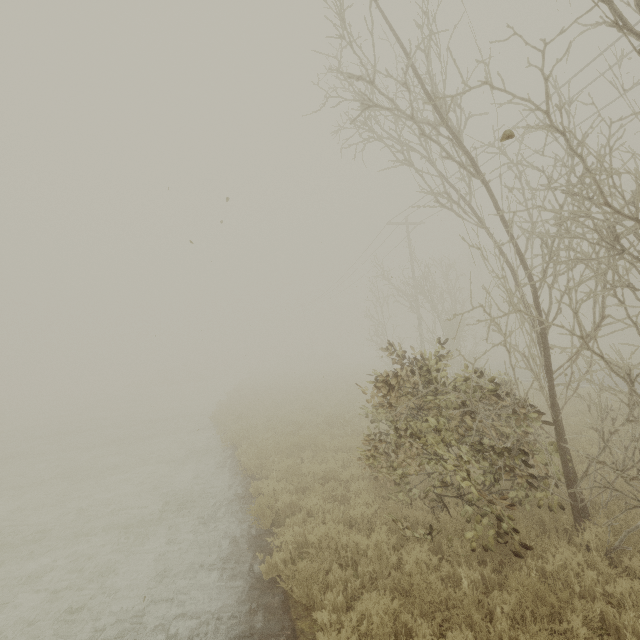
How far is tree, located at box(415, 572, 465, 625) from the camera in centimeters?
423cm

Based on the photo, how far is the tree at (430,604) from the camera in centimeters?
423cm

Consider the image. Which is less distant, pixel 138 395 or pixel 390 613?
pixel 390 613
